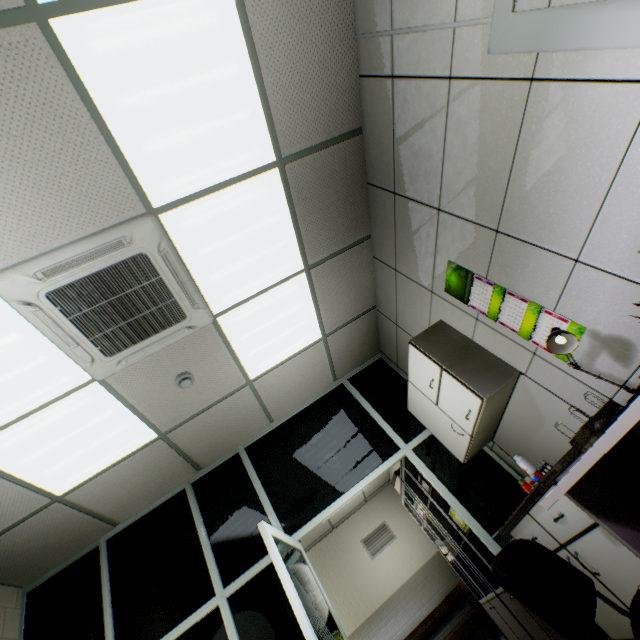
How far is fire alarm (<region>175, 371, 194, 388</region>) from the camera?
3.0m

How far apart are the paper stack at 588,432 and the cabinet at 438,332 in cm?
57

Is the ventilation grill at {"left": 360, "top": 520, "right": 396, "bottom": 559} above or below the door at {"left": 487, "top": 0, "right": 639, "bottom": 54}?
above

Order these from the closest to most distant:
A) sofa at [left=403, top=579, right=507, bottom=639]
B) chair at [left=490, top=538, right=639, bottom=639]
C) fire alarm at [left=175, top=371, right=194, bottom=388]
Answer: chair at [left=490, top=538, right=639, bottom=639], fire alarm at [left=175, top=371, right=194, bottom=388], sofa at [left=403, top=579, right=507, bottom=639]

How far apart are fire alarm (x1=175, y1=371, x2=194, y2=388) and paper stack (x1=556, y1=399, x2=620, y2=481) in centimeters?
284cm

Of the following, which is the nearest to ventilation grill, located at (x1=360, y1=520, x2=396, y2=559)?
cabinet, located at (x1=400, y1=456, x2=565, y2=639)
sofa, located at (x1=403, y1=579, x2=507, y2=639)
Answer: sofa, located at (x1=403, y1=579, x2=507, y2=639)

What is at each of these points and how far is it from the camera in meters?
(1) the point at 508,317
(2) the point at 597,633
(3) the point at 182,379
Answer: (1) calendar, 2.3
(2) doorway, 2.4
(3) fire alarm, 3.0

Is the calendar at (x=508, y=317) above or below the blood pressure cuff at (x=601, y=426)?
above
